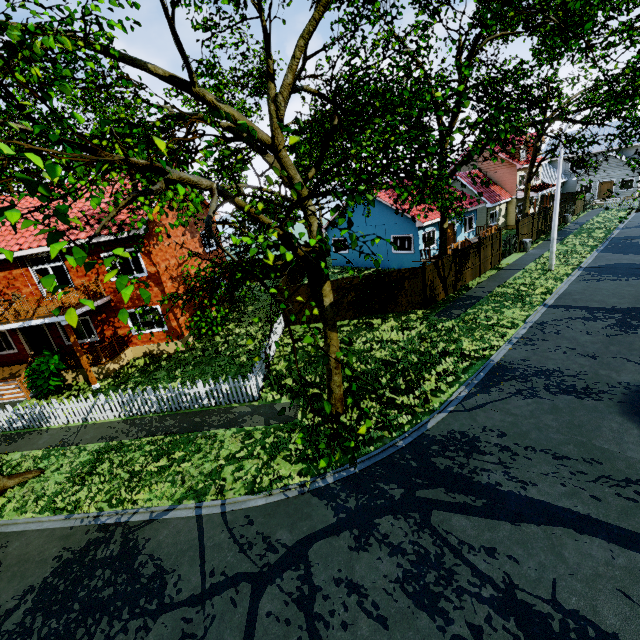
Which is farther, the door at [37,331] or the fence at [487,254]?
the fence at [487,254]

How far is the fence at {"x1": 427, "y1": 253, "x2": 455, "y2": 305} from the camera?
17.56m

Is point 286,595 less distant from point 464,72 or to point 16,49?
point 16,49

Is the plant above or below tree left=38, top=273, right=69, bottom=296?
below

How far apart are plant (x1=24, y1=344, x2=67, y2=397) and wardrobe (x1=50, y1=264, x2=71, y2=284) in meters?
4.0

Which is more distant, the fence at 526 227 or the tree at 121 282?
the fence at 526 227

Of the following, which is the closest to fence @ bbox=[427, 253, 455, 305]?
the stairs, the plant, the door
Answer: the plant
